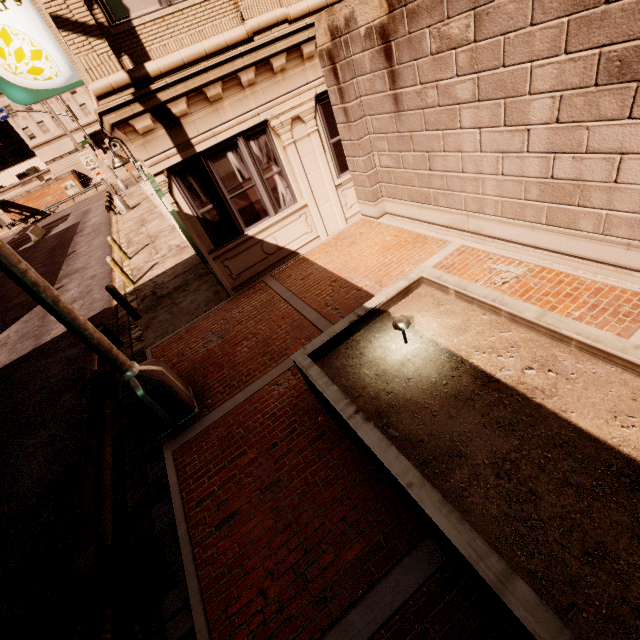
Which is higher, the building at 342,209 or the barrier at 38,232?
the building at 342,209

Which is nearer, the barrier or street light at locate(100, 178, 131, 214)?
street light at locate(100, 178, 131, 214)

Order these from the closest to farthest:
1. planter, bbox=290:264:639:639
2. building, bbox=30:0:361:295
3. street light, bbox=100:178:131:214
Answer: planter, bbox=290:264:639:639, building, bbox=30:0:361:295, street light, bbox=100:178:131:214

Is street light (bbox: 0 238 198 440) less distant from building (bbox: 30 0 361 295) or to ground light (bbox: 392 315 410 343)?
building (bbox: 30 0 361 295)

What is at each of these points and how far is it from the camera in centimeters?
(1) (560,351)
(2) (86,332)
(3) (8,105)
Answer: (1) planter, 340cm
(2) street light, 448cm
(3) building, 4884cm

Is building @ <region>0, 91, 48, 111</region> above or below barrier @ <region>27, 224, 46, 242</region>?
above

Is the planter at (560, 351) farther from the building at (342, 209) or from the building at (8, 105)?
the building at (8, 105)

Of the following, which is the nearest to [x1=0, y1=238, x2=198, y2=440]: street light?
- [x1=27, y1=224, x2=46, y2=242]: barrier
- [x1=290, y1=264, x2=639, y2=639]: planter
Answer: [x1=290, y1=264, x2=639, y2=639]: planter
